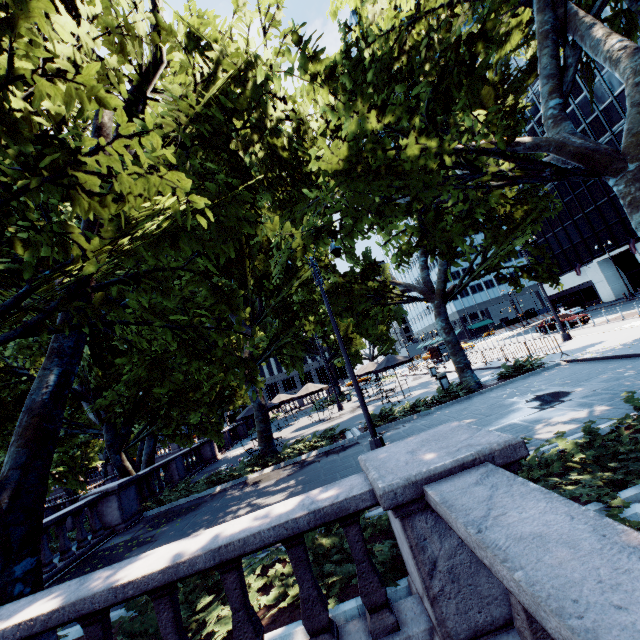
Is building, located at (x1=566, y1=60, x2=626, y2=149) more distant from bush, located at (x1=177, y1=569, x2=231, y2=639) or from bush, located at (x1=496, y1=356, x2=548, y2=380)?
bush, located at (x1=177, y1=569, x2=231, y2=639)

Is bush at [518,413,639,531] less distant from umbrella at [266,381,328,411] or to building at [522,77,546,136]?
umbrella at [266,381,328,411]

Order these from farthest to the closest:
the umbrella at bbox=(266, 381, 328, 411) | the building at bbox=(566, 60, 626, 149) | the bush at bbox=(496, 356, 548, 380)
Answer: the building at bbox=(566, 60, 626, 149) → the umbrella at bbox=(266, 381, 328, 411) → the bush at bbox=(496, 356, 548, 380)

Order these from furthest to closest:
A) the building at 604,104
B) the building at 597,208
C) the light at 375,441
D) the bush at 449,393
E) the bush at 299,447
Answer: the building at 597,208 → the building at 604,104 → the bush at 449,393 → the bush at 299,447 → the light at 375,441

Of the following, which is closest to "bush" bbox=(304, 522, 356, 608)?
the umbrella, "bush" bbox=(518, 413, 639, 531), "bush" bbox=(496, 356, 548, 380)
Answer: "bush" bbox=(518, 413, 639, 531)

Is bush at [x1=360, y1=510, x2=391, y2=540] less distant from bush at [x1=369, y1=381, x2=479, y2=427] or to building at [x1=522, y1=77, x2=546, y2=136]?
bush at [x1=369, y1=381, x2=479, y2=427]

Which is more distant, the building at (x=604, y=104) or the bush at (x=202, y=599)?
the building at (x=604, y=104)

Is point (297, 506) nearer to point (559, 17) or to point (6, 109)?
point (6, 109)
